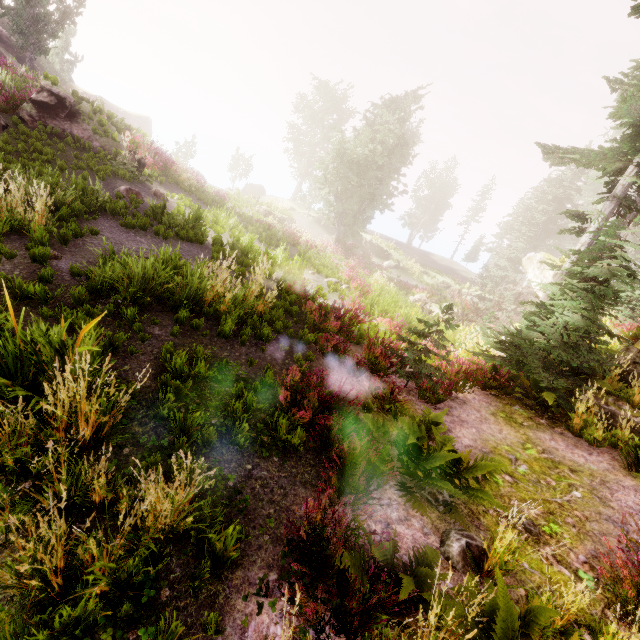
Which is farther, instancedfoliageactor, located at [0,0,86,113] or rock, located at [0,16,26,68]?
rock, located at [0,16,26,68]

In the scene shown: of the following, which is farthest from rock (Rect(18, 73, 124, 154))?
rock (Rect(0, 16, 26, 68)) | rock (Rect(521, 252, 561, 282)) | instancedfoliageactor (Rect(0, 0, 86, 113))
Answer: rock (Rect(521, 252, 561, 282))

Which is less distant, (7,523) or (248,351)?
(7,523)

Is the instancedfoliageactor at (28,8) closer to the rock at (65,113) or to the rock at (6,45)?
the rock at (65,113)

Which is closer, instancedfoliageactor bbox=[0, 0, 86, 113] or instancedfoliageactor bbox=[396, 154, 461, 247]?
instancedfoliageactor bbox=[0, 0, 86, 113]

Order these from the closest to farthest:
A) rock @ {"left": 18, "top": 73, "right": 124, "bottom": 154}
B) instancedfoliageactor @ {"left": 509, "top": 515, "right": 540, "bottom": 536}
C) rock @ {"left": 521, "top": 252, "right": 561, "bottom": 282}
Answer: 1. instancedfoliageactor @ {"left": 509, "top": 515, "right": 540, "bottom": 536}
2. rock @ {"left": 18, "top": 73, "right": 124, "bottom": 154}
3. rock @ {"left": 521, "top": 252, "right": 561, "bottom": 282}

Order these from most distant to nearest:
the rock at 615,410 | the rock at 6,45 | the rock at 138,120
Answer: the rock at 138,120
the rock at 6,45
the rock at 615,410

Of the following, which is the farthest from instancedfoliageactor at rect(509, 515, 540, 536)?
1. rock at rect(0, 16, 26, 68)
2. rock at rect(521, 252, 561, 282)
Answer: rock at rect(0, 16, 26, 68)
